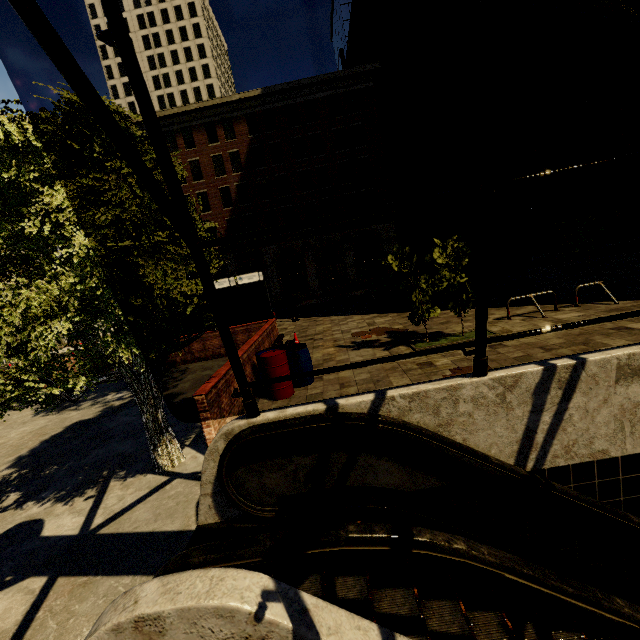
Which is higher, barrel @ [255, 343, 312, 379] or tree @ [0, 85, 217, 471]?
tree @ [0, 85, 217, 471]

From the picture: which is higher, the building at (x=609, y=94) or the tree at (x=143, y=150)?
the building at (x=609, y=94)

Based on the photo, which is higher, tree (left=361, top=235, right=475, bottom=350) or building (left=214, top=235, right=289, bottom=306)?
building (left=214, top=235, right=289, bottom=306)

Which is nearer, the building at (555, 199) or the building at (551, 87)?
the building at (551, 87)

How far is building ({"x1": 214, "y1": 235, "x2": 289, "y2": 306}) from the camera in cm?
3212

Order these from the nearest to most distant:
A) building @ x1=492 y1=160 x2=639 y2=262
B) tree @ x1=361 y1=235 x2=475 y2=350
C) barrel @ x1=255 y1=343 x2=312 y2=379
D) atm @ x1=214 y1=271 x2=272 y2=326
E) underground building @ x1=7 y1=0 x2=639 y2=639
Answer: underground building @ x1=7 y1=0 x2=639 y2=639 → barrel @ x1=255 y1=343 x2=312 y2=379 → tree @ x1=361 y1=235 x2=475 y2=350 → atm @ x1=214 y1=271 x2=272 y2=326 → building @ x1=492 y1=160 x2=639 y2=262

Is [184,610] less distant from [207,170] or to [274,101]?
[207,170]

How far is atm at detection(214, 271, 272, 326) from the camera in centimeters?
1370cm
